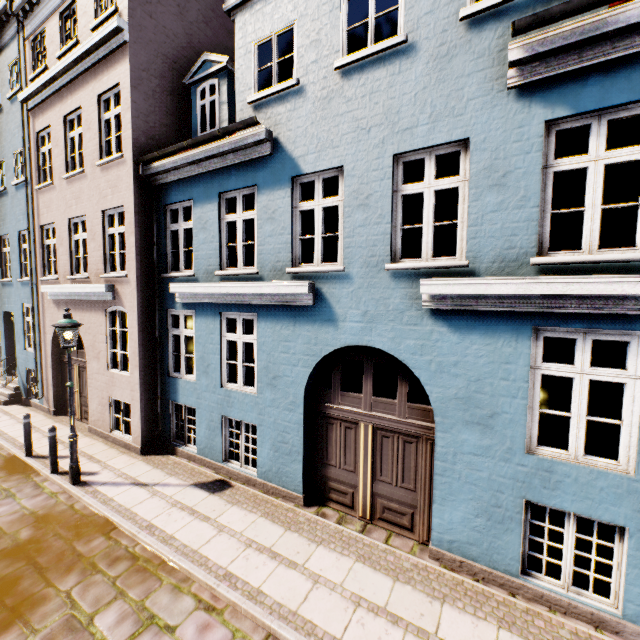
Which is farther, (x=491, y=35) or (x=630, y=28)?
(x=491, y=35)

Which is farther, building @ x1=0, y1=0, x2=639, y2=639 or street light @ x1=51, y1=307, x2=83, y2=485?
street light @ x1=51, y1=307, x2=83, y2=485

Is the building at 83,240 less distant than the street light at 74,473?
Yes

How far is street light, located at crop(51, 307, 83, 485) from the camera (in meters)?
6.75

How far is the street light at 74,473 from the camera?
Result: 6.75m
